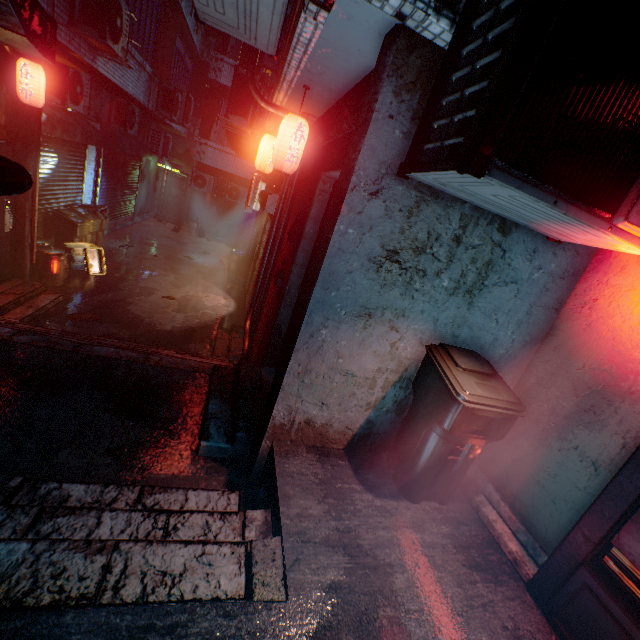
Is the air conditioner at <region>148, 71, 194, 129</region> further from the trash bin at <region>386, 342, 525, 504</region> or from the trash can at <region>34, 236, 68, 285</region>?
the trash bin at <region>386, 342, 525, 504</region>

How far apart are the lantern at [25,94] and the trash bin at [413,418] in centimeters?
552cm

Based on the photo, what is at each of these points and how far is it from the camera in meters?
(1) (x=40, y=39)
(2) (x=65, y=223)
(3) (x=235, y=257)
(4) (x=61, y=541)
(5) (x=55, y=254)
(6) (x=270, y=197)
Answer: (1) air duct, 1.6
(2) trash bin, 6.8
(3) trash can, 10.6
(4) stairs, 1.4
(5) trash can, 6.1
(6) rolling door, 5.6

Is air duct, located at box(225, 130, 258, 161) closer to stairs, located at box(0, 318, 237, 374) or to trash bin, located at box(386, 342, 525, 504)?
stairs, located at box(0, 318, 237, 374)

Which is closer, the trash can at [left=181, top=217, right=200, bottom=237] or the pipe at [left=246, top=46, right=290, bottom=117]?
the pipe at [left=246, top=46, right=290, bottom=117]

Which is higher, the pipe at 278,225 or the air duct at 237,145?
the air duct at 237,145

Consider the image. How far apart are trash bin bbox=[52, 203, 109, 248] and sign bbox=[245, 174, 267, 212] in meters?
3.4 m
